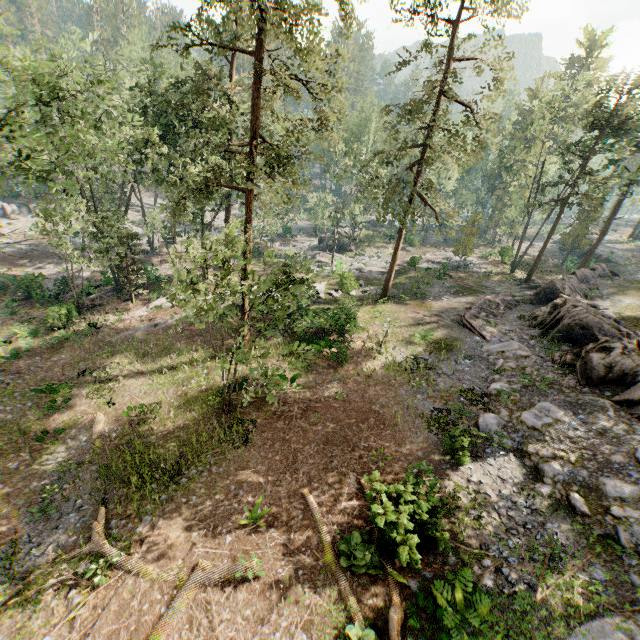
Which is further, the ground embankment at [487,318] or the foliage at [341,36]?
the ground embankment at [487,318]

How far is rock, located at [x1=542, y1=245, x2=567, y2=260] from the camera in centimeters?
5457cm

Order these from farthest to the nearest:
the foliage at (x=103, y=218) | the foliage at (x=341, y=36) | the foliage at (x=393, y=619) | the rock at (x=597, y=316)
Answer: the foliage at (x=341, y=36)
the foliage at (x=103, y=218)
the rock at (x=597, y=316)
the foliage at (x=393, y=619)

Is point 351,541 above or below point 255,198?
below

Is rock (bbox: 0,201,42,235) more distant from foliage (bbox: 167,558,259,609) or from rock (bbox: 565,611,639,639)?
rock (bbox: 565,611,639,639)

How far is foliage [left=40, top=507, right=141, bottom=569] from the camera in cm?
1029

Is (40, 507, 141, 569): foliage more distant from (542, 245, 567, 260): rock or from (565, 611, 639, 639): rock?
(542, 245, 567, 260): rock

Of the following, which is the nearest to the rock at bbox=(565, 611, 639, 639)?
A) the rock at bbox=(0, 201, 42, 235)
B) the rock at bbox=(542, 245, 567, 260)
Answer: the rock at bbox=(542, 245, 567, 260)
